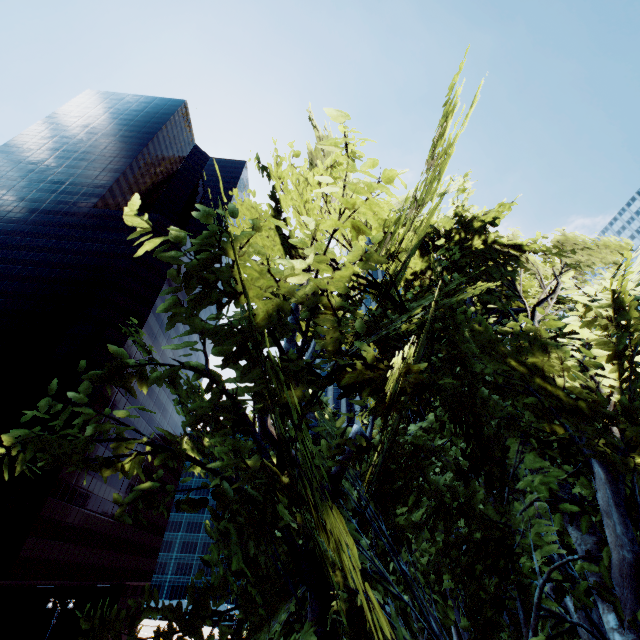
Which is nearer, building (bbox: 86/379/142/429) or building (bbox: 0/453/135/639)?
building (bbox: 0/453/135/639)

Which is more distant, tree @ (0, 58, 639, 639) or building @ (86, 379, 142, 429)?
building @ (86, 379, 142, 429)

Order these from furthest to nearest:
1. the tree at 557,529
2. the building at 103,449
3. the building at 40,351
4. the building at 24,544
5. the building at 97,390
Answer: the building at 97,390 < the building at 103,449 < the building at 40,351 < the building at 24,544 < the tree at 557,529

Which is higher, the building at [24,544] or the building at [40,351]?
the building at [40,351]

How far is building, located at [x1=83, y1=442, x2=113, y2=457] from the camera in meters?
46.0

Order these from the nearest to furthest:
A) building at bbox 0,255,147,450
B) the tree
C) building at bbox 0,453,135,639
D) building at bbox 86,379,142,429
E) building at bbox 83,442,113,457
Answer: the tree < building at bbox 0,453,135,639 < building at bbox 0,255,147,450 < building at bbox 83,442,113,457 < building at bbox 86,379,142,429

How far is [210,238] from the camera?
3.6m
